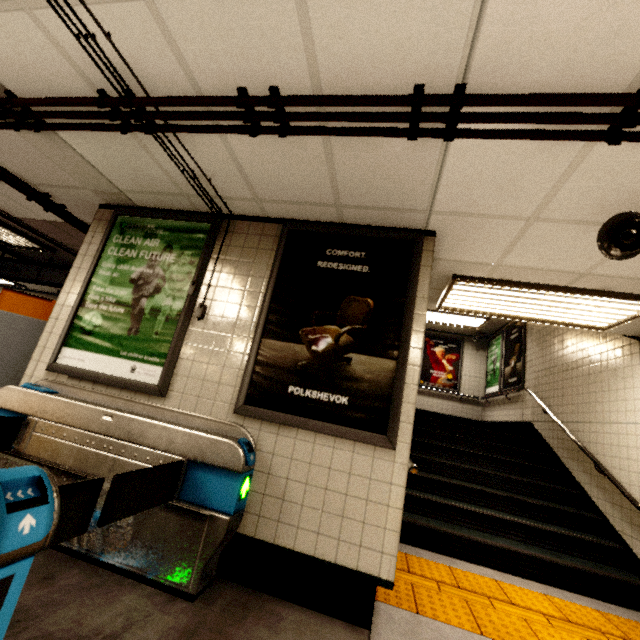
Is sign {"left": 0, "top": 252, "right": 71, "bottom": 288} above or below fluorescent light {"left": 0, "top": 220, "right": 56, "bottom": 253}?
below

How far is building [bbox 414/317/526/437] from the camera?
7.7 meters

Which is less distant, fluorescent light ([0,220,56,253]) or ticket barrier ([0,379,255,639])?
ticket barrier ([0,379,255,639])

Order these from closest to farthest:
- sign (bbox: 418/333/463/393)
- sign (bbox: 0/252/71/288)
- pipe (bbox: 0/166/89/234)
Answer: pipe (bbox: 0/166/89/234)
sign (bbox: 0/252/71/288)
sign (bbox: 418/333/463/393)

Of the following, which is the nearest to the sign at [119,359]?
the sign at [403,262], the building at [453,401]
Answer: the sign at [403,262]

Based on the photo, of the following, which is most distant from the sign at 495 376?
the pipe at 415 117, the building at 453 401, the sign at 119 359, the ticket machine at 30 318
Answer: the ticket machine at 30 318

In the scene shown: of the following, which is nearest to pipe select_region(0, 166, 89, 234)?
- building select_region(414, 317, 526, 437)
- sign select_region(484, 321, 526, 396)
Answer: building select_region(414, 317, 526, 437)

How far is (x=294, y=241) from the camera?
2.98m
